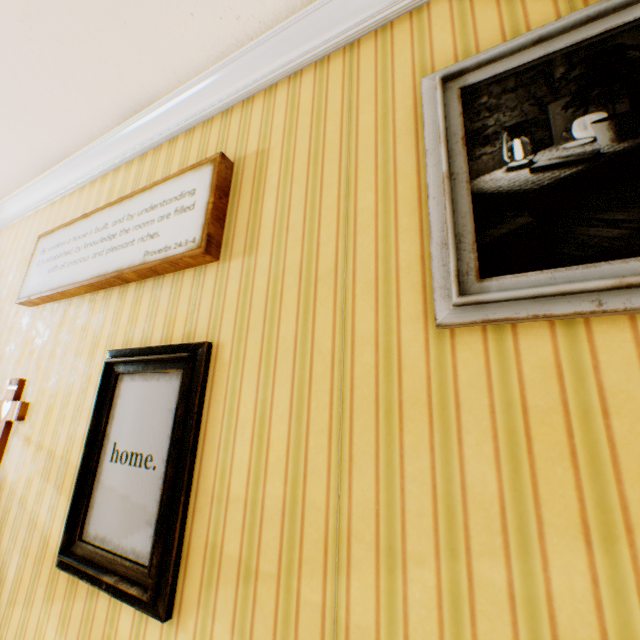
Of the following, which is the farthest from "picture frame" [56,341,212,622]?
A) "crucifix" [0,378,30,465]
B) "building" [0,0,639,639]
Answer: "crucifix" [0,378,30,465]

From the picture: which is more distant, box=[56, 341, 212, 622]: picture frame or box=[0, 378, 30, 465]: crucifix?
box=[0, 378, 30, 465]: crucifix

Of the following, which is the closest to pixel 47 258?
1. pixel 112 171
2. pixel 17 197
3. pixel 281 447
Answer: pixel 112 171

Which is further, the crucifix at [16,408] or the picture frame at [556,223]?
the crucifix at [16,408]

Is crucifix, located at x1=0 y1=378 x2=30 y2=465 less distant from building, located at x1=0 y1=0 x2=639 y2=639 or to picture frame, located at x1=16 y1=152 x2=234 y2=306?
building, located at x1=0 y1=0 x2=639 y2=639

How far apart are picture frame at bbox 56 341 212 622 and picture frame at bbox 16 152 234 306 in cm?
39

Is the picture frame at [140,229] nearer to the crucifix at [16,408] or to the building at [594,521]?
the building at [594,521]

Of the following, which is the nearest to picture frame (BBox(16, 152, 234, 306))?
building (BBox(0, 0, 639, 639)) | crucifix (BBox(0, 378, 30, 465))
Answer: building (BBox(0, 0, 639, 639))
